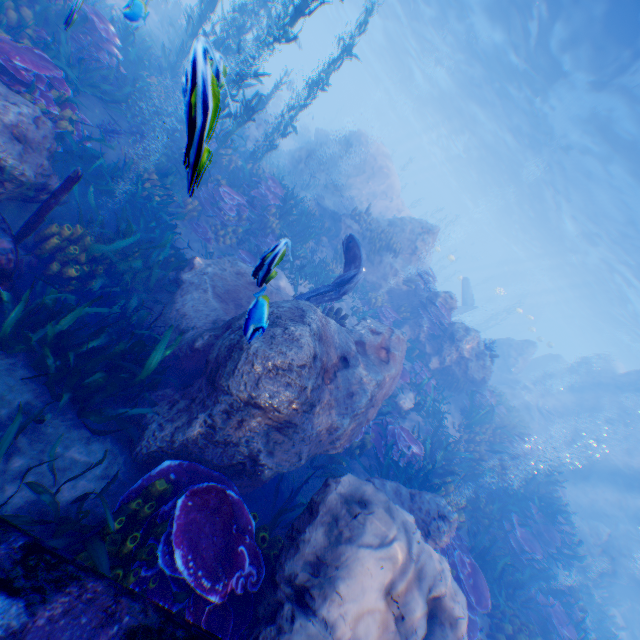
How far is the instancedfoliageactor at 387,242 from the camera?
13.6m

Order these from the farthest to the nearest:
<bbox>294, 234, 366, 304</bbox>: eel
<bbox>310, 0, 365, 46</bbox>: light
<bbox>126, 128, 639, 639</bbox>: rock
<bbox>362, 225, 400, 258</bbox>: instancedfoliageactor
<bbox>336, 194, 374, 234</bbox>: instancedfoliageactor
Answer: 1. <bbox>310, 0, 365, 46</bbox>: light
2. <bbox>336, 194, 374, 234</bbox>: instancedfoliageactor
3. <bbox>362, 225, 400, 258</bbox>: instancedfoliageactor
4. <bbox>294, 234, 366, 304</bbox>: eel
5. <bbox>126, 128, 639, 639</bbox>: rock

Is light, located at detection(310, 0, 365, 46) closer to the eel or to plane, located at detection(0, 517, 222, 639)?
plane, located at detection(0, 517, 222, 639)

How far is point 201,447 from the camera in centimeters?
430cm

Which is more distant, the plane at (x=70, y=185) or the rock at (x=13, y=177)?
the rock at (x=13, y=177)

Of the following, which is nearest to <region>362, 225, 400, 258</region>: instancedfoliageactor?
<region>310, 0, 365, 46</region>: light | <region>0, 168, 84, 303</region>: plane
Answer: <region>0, 168, 84, 303</region>: plane

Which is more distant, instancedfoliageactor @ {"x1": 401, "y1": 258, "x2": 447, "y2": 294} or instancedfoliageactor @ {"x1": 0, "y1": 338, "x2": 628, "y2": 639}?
instancedfoliageactor @ {"x1": 401, "y1": 258, "x2": 447, "y2": 294}

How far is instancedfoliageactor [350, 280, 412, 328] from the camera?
12.47m
